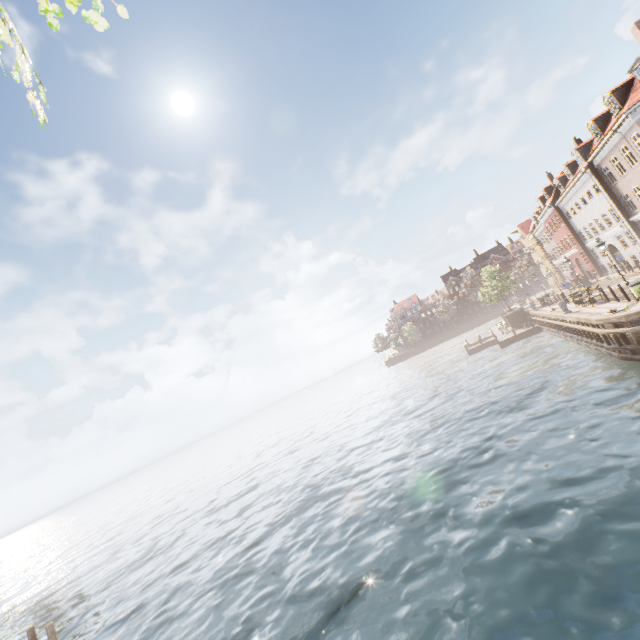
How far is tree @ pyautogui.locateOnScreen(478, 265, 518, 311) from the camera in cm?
4272

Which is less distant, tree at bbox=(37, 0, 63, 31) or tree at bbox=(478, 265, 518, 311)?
tree at bbox=(37, 0, 63, 31)

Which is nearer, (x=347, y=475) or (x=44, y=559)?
(x=347, y=475)

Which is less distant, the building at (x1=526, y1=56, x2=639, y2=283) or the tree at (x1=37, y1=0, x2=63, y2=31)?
the tree at (x1=37, y1=0, x2=63, y2=31)

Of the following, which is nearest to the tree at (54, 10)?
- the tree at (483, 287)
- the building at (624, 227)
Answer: the building at (624, 227)

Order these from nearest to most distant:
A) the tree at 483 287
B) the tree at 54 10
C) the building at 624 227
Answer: the tree at 54 10, the building at 624 227, the tree at 483 287

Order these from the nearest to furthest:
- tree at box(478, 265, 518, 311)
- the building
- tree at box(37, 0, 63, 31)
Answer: tree at box(37, 0, 63, 31), the building, tree at box(478, 265, 518, 311)
